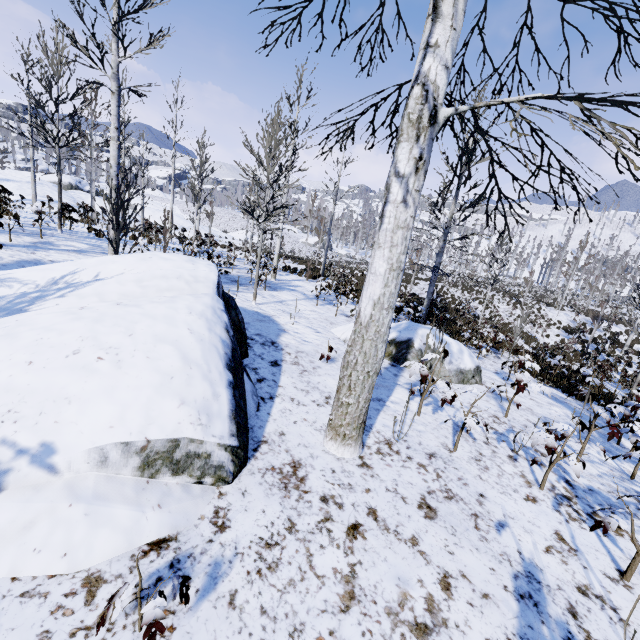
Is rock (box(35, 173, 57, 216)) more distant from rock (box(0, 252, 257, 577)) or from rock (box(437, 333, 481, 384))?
rock (box(437, 333, 481, 384))

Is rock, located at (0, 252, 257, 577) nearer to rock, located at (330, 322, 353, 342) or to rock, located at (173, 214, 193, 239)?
rock, located at (330, 322, 353, 342)

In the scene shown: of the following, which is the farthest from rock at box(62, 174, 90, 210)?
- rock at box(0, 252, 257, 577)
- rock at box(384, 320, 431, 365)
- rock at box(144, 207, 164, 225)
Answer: rock at box(384, 320, 431, 365)

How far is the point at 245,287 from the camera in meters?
10.9 m

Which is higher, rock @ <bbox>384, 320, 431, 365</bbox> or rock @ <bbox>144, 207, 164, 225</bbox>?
rock @ <bbox>144, 207, 164, 225</bbox>

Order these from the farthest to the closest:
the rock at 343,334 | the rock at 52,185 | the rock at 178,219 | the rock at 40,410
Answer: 1. the rock at 178,219
2. the rock at 52,185
3. the rock at 343,334
4. the rock at 40,410

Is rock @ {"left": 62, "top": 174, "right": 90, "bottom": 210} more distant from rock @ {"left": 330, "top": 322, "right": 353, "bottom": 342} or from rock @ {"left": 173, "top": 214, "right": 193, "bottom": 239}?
rock @ {"left": 330, "top": 322, "right": 353, "bottom": 342}

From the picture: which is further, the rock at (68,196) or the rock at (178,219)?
the rock at (178,219)
